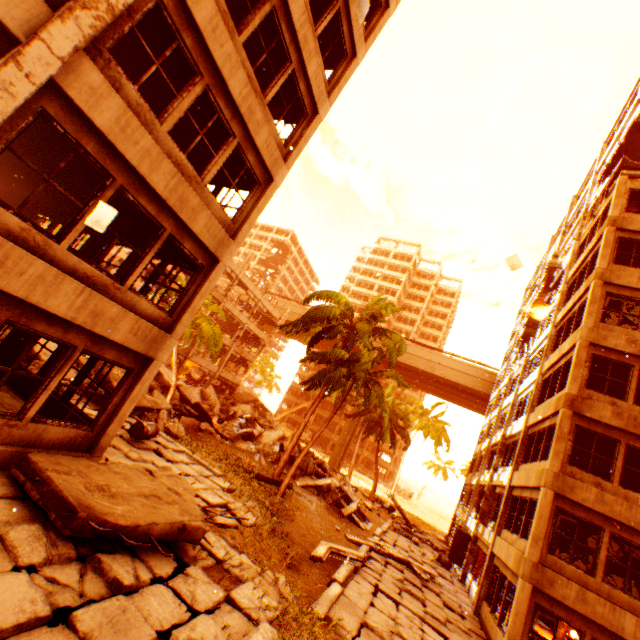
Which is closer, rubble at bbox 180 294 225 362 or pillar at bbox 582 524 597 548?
pillar at bbox 582 524 597 548

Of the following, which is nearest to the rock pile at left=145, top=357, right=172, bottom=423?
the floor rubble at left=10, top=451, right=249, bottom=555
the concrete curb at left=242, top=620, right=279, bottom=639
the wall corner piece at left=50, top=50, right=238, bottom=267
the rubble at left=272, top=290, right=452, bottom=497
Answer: the rubble at left=272, top=290, right=452, bottom=497

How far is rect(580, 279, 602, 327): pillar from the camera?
Result: 13.2 meters

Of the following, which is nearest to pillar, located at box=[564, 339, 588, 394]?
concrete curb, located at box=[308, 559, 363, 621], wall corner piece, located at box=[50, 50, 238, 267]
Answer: concrete curb, located at box=[308, 559, 363, 621]

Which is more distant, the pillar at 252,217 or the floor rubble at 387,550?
the floor rubble at 387,550

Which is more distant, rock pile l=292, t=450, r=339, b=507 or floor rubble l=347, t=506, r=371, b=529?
rock pile l=292, t=450, r=339, b=507

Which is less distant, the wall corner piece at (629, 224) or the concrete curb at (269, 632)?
the concrete curb at (269, 632)

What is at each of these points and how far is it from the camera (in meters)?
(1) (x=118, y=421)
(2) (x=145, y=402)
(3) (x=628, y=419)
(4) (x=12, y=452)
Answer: (1) pillar, 7.46
(2) floor rubble, 14.84
(3) wall corner piece, 11.47
(4) wall corner piece, 5.76
